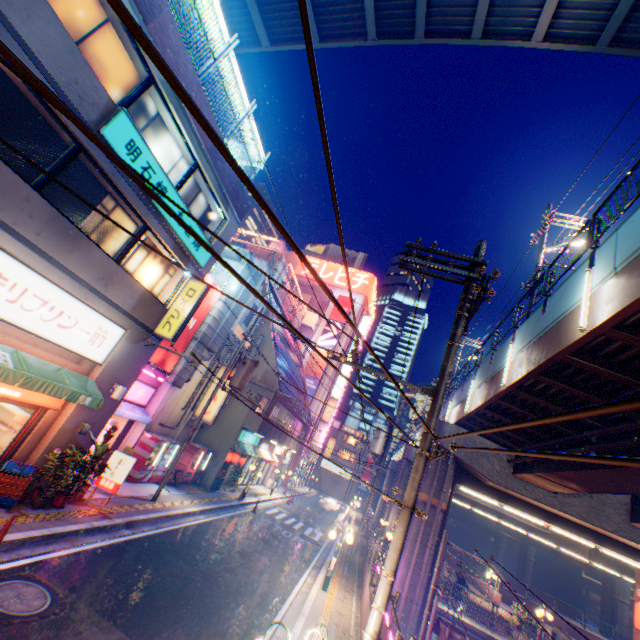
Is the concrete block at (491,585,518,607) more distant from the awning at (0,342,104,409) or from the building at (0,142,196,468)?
the awning at (0,342,104,409)

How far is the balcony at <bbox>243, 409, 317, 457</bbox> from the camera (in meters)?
21.80

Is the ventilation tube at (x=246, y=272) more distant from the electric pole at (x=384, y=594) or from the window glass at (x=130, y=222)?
the electric pole at (x=384, y=594)

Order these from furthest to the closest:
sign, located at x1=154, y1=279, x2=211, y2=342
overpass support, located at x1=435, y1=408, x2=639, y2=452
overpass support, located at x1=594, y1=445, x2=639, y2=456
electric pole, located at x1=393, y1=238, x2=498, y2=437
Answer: sign, located at x1=154, y1=279, x2=211, y2=342 → overpass support, located at x1=435, y1=408, x2=639, y2=452 → overpass support, located at x1=594, y1=445, x2=639, y2=456 → electric pole, located at x1=393, y1=238, x2=498, y2=437

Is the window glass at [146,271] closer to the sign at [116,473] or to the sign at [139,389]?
the sign at [139,389]

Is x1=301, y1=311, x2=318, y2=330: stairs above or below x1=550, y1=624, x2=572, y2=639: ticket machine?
above

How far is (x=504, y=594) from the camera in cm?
2978

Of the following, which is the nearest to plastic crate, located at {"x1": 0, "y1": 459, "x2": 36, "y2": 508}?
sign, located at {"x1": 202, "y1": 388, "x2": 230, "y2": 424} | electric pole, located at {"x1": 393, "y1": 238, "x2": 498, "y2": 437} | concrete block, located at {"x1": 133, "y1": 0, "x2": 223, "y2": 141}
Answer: electric pole, located at {"x1": 393, "y1": 238, "x2": 498, "y2": 437}
